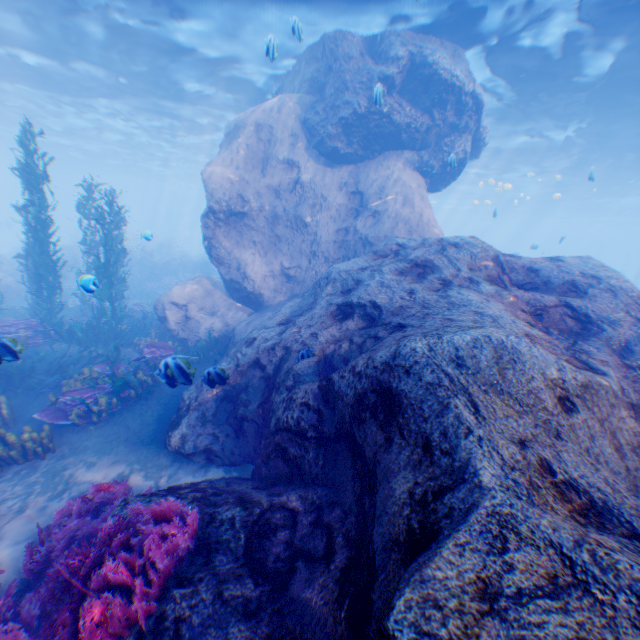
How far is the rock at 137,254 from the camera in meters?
26.2

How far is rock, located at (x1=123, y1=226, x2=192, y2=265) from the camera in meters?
26.2 m

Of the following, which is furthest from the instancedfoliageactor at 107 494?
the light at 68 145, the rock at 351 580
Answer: the light at 68 145

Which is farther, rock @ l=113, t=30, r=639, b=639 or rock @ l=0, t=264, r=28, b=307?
rock @ l=0, t=264, r=28, b=307

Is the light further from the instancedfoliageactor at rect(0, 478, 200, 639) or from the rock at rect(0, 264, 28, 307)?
the instancedfoliageactor at rect(0, 478, 200, 639)

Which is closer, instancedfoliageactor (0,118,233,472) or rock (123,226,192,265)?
instancedfoliageactor (0,118,233,472)

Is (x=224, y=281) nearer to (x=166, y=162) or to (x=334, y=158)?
(x=334, y=158)
